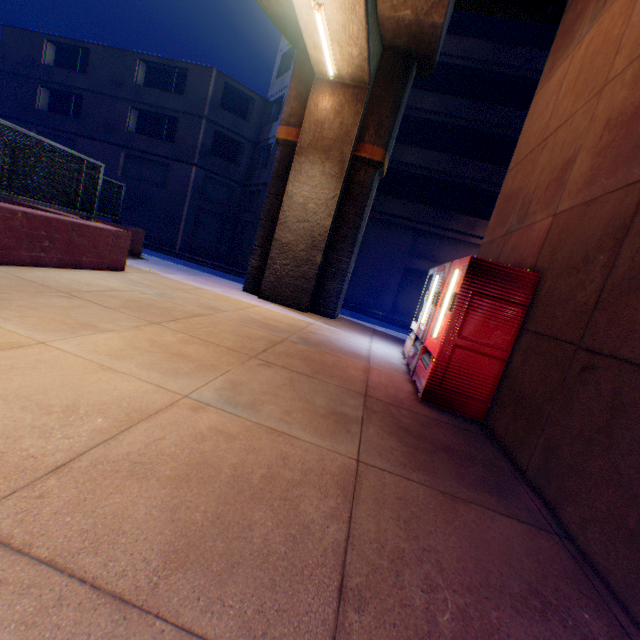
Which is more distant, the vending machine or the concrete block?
the concrete block

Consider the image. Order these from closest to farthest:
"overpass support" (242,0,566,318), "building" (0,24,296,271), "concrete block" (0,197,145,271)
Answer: "concrete block" (0,197,145,271) < "overpass support" (242,0,566,318) < "building" (0,24,296,271)

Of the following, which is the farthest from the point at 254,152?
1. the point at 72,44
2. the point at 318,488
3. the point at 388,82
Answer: the point at 318,488

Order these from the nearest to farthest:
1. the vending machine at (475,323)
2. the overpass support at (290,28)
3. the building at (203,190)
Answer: the vending machine at (475,323), the overpass support at (290,28), the building at (203,190)

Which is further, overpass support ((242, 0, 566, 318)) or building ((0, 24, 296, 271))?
building ((0, 24, 296, 271))

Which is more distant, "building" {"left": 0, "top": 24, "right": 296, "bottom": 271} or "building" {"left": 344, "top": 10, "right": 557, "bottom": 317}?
"building" {"left": 0, "top": 24, "right": 296, "bottom": 271}

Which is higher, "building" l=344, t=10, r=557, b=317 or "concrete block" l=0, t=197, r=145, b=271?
"building" l=344, t=10, r=557, b=317

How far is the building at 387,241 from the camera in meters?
17.6 m
